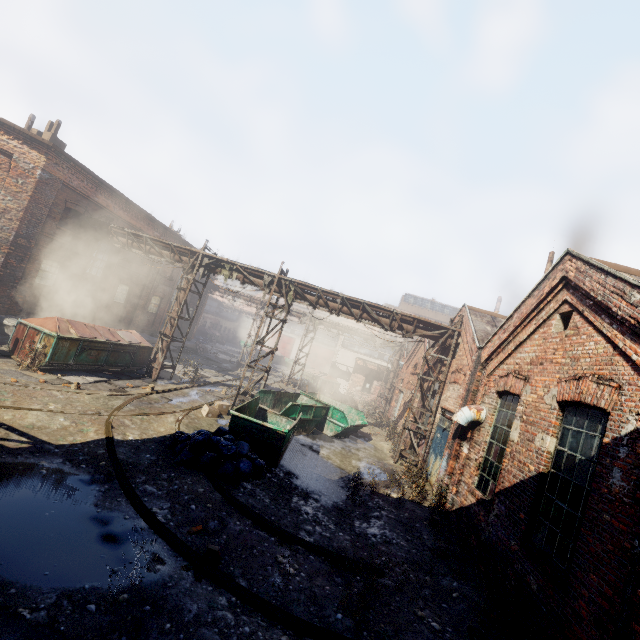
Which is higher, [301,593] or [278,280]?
[278,280]

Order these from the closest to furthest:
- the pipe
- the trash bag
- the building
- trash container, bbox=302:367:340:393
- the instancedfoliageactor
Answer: the instancedfoliageactor → the trash bag → the building → the pipe → trash container, bbox=302:367:340:393

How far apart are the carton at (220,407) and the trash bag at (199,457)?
2.99m

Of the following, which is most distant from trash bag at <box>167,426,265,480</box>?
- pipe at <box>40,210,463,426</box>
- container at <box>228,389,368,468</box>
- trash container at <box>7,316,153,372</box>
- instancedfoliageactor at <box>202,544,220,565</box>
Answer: trash container at <box>7,316,153,372</box>

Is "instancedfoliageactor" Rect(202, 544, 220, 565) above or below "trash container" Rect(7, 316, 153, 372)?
below

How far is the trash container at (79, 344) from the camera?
11.41m

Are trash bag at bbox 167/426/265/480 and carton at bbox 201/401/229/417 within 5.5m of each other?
yes

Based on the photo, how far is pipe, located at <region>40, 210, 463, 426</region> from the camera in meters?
14.1
